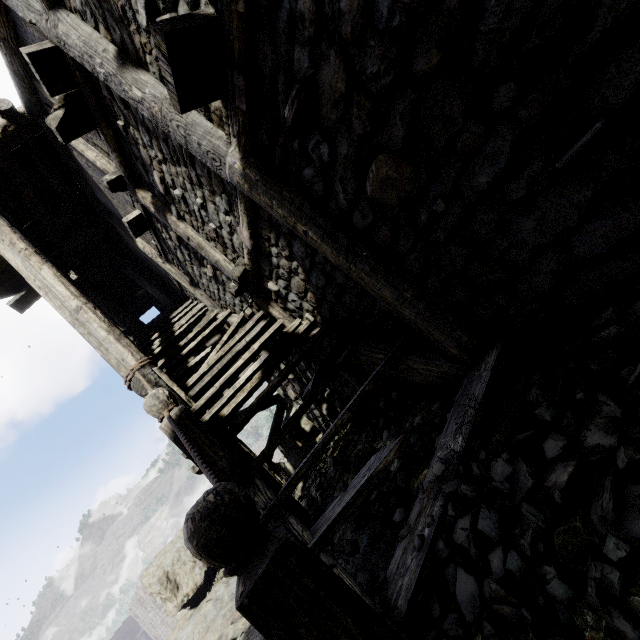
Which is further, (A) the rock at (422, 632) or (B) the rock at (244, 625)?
(B) the rock at (244, 625)

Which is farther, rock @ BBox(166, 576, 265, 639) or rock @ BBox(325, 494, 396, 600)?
rock @ BBox(166, 576, 265, 639)

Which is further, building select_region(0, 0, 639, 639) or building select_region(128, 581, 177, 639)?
building select_region(128, 581, 177, 639)

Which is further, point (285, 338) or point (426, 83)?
point (285, 338)

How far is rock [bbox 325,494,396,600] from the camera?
2.2 meters

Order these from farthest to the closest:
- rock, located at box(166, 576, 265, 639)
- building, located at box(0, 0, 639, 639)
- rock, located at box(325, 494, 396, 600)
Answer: rock, located at box(166, 576, 265, 639), rock, located at box(325, 494, 396, 600), building, located at box(0, 0, 639, 639)

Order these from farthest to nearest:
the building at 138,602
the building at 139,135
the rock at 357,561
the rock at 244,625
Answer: the building at 138,602
the rock at 244,625
the rock at 357,561
the building at 139,135
